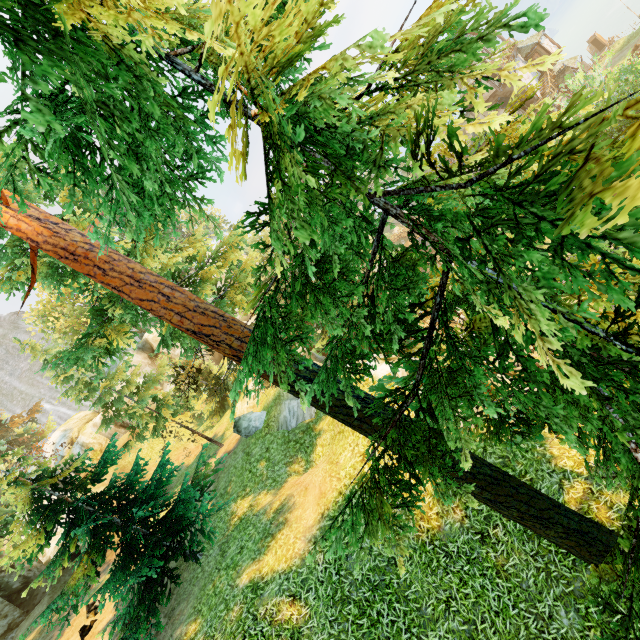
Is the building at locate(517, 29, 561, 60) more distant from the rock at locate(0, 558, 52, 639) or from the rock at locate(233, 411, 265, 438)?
the rock at locate(0, 558, 52, 639)

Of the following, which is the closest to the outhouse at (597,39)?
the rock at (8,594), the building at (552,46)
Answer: the building at (552,46)

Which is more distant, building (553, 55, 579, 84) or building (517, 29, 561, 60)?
building (553, 55, 579, 84)

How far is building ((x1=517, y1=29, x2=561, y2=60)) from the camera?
36.03m

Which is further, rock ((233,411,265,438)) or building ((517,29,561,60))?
building ((517,29,561,60))

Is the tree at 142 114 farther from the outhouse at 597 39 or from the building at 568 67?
the outhouse at 597 39

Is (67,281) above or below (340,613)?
above

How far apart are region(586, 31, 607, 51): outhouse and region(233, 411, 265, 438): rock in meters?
70.7 m
